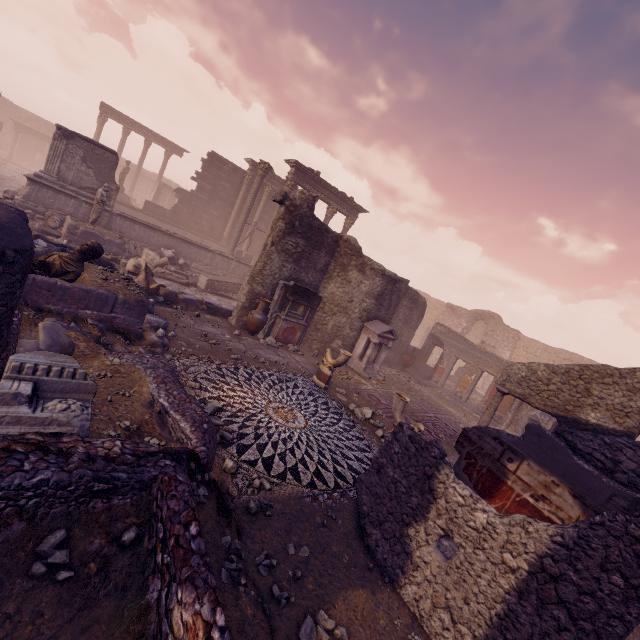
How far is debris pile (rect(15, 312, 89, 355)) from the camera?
4.86m

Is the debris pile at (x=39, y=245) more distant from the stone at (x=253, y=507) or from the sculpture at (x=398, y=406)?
the sculpture at (x=398, y=406)

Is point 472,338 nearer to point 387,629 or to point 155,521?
point 387,629

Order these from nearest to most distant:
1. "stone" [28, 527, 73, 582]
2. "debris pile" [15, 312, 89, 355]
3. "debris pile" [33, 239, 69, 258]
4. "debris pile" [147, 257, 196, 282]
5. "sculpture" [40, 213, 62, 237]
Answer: "stone" [28, 527, 73, 582], "debris pile" [15, 312, 89, 355], "debris pile" [33, 239, 69, 258], "sculpture" [40, 213, 62, 237], "debris pile" [147, 257, 196, 282]

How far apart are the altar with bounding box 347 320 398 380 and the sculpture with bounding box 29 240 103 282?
8.6 meters

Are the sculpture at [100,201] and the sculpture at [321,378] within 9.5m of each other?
no

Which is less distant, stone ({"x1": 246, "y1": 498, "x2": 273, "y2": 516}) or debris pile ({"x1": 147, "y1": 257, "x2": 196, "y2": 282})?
stone ({"x1": 246, "y1": 498, "x2": 273, "y2": 516})

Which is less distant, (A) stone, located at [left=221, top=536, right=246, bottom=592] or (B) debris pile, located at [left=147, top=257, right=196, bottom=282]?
(A) stone, located at [left=221, top=536, right=246, bottom=592]
